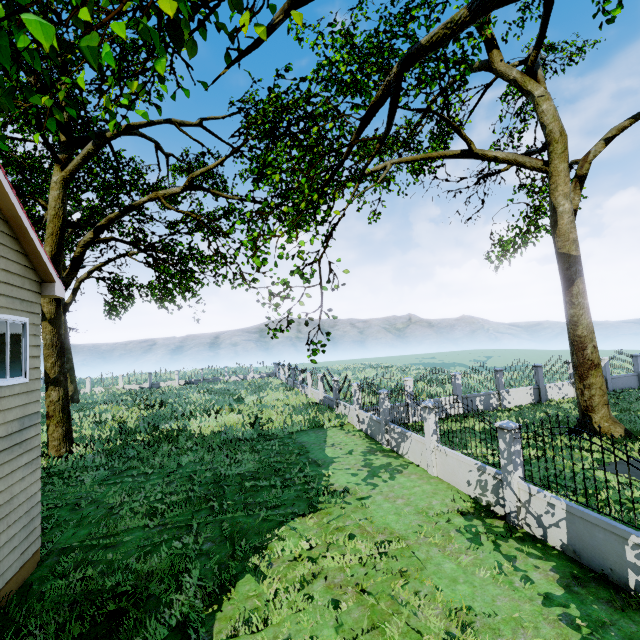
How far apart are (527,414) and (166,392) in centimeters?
3130cm

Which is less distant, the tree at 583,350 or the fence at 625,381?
the tree at 583,350

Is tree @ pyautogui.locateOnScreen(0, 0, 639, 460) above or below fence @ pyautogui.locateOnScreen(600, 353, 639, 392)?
above

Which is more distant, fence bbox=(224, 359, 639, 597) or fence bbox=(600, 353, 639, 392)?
fence bbox=(600, 353, 639, 392)

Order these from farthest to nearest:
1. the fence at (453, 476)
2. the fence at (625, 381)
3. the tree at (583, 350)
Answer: the fence at (625, 381) → the fence at (453, 476) → the tree at (583, 350)

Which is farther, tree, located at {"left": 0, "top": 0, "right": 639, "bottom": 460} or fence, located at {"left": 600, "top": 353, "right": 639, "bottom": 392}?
fence, located at {"left": 600, "top": 353, "right": 639, "bottom": 392}

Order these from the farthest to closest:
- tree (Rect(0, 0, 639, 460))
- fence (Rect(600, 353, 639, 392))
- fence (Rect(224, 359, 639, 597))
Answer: fence (Rect(600, 353, 639, 392)), fence (Rect(224, 359, 639, 597)), tree (Rect(0, 0, 639, 460))
